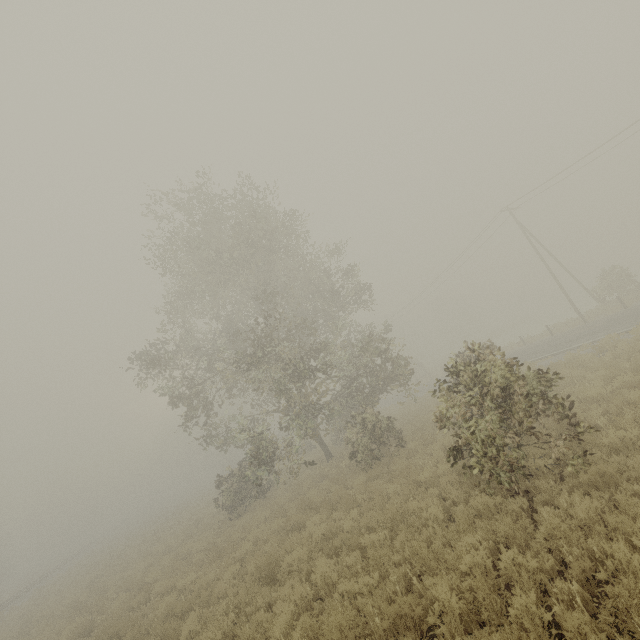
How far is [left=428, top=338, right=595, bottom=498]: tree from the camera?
6.9 meters

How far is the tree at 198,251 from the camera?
15.23m

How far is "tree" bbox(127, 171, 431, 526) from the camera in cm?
1523

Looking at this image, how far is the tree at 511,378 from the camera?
6.9 meters

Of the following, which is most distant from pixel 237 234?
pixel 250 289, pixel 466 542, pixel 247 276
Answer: pixel 466 542

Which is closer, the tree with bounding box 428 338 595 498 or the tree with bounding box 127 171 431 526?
the tree with bounding box 428 338 595 498
